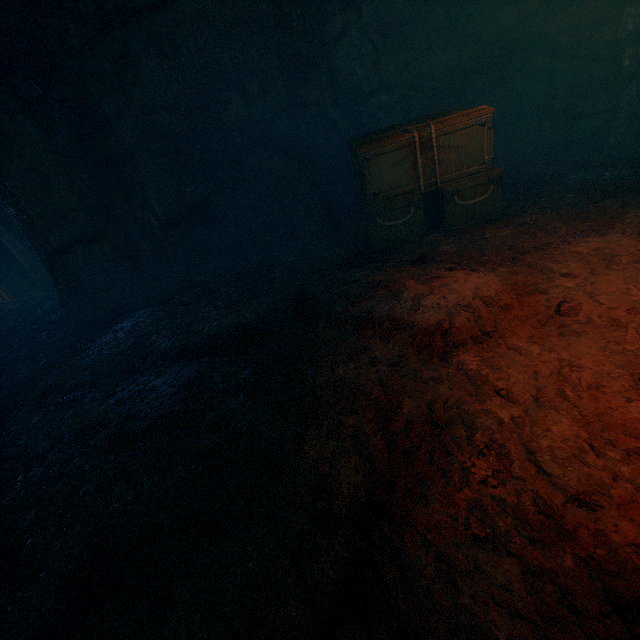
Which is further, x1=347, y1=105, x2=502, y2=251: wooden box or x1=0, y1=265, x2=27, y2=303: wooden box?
x1=0, y1=265, x2=27, y2=303: wooden box

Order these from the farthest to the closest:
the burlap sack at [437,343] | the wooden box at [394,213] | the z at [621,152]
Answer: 1. the z at [621,152]
2. the wooden box at [394,213]
3. the burlap sack at [437,343]

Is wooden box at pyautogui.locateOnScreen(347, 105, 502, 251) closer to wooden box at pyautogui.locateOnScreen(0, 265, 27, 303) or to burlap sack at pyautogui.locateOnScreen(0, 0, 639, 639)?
burlap sack at pyautogui.locateOnScreen(0, 0, 639, 639)

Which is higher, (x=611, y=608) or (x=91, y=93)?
(x=91, y=93)

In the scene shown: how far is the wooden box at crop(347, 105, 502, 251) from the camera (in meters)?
4.90

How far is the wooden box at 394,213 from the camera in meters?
4.9

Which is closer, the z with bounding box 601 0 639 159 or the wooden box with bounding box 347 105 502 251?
the wooden box with bounding box 347 105 502 251
